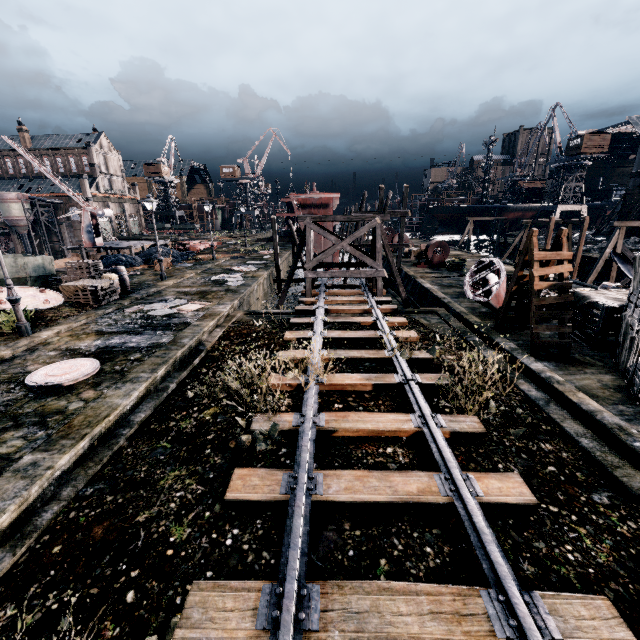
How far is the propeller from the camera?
20.65m

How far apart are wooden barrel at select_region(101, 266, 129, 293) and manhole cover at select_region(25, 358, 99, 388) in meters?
11.2 m

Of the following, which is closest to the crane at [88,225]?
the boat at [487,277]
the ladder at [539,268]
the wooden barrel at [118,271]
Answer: the wooden barrel at [118,271]

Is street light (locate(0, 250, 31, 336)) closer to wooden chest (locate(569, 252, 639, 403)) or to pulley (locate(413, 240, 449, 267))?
wooden chest (locate(569, 252, 639, 403))

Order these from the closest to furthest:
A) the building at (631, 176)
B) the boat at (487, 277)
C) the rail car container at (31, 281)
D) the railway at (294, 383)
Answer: the railway at (294, 383), the boat at (487, 277), the rail car container at (31, 281), the building at (631, 176)

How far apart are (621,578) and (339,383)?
6.5m

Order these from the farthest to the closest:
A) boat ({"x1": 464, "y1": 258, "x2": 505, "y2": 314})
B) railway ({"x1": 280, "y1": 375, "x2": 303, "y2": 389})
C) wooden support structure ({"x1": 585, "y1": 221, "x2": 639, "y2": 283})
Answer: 1. wooden support structure ({"x1": 585, "y1": 221, "x2": 639, "y2": 283})
2. boat ({"x1": 464, "y1": 258, "x2": 505, "y2": 314})
3. railway ({"x1": 280, "y1": 375, "x2": 303, "y2": 389})

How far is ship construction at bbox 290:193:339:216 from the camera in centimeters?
3428cm
